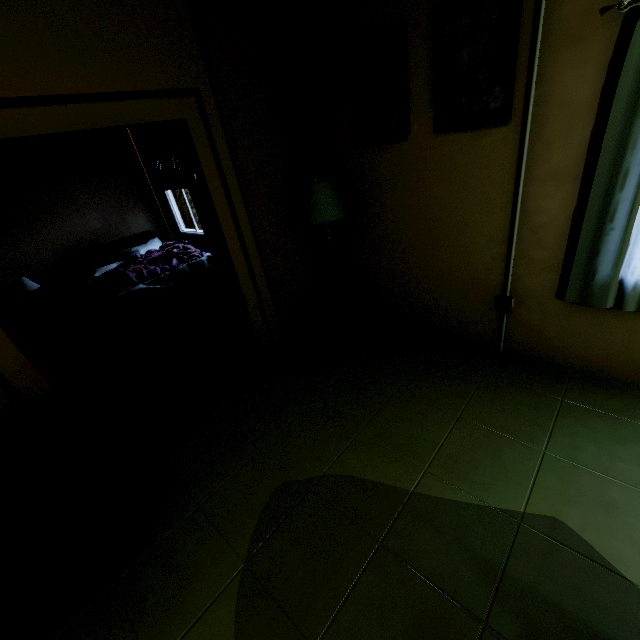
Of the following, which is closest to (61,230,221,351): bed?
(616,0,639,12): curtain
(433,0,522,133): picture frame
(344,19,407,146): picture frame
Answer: (344,19,407,146): picture frame

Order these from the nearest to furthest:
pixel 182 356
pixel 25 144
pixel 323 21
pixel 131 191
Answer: pixel 323 21 → pixel 182 356 → pixel 25 144 → pixel 131 191

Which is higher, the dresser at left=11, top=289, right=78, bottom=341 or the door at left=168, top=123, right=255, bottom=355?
the door at left=168, top=123, right=255, bottom=355

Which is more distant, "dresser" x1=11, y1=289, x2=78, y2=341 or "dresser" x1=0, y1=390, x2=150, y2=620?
"dresser" x1=11, y1=289, x2=78, y2=341

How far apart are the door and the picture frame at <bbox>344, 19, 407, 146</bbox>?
1.34m

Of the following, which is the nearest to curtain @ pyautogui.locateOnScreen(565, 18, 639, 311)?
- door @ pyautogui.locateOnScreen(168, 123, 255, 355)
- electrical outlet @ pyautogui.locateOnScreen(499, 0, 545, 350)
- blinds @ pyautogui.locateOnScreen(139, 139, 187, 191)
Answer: electrical outlet @ pyautogui.locateOnScreen(499, 0, 545, 350)

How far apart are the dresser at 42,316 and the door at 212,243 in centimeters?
285cm

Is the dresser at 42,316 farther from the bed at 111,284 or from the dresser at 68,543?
the dresser at 68,543
